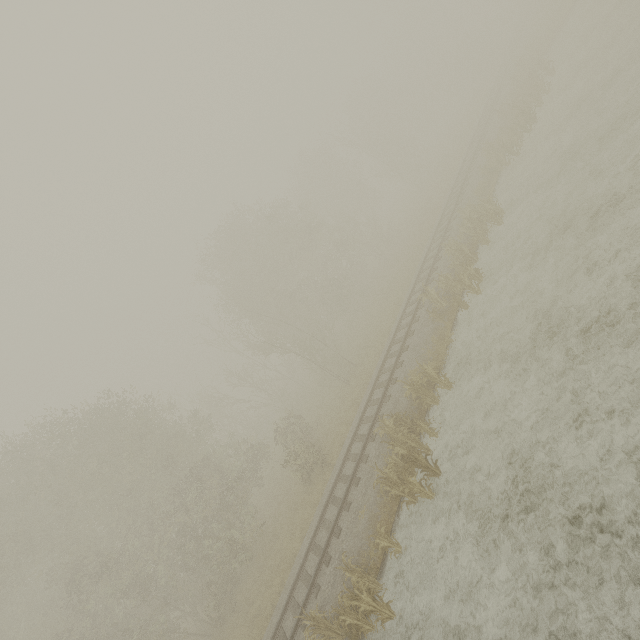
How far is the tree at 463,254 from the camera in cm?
1491

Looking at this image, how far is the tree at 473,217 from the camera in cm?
1681

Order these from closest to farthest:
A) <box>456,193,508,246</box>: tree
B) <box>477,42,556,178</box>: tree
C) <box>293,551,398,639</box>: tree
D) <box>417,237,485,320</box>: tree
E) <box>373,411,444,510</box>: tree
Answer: <box>293,551,398,639</box>: tree, <box>373,411,444,510</box>: tree, <box>417,237,485,320</box>: tree, <box>456,193,508,246</box>: tree, <box>477,42,556,178</box>: tree

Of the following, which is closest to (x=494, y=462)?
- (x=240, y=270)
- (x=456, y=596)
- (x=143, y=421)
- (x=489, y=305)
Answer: (x=456, y=596)

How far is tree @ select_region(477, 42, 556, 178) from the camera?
20.48m

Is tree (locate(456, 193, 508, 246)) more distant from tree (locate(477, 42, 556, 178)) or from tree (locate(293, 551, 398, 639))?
tree (locate(293, 551, 398, 639))

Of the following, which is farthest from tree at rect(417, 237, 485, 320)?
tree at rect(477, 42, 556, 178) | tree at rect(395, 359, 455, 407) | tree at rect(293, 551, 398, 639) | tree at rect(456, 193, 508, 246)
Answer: tree at rect(477, 42, 556, 178)

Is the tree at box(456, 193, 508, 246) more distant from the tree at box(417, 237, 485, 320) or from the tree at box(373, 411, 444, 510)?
the tree at box(373, 411, 444, 510)
